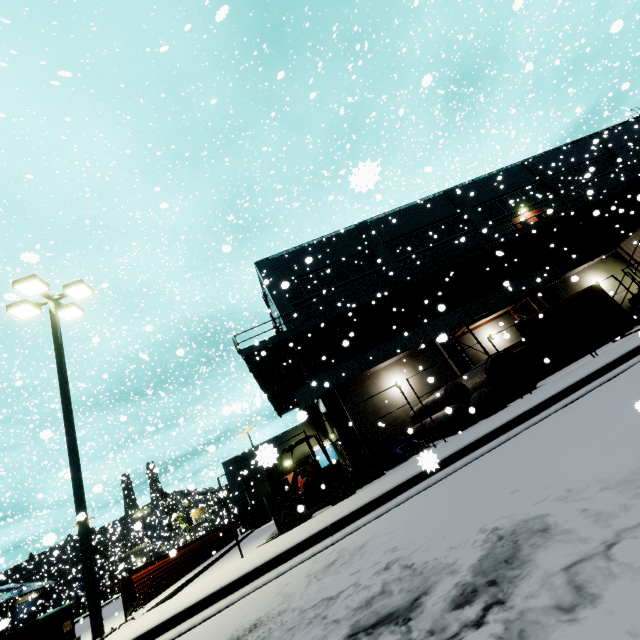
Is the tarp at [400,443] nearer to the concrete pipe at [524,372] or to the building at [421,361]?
the building at [421,361]

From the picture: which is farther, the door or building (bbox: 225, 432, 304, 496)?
the door

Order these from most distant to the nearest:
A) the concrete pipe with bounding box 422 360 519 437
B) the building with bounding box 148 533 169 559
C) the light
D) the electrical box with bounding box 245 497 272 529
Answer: the building with bounding box 148 533 169 559 < the electrical box with bounding box 245 497 272 529 < the concrete pipe with bounding box 422 360 519 437 < the light

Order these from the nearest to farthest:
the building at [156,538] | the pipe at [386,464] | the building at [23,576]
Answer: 1. the pipe at [386,464]
2. the building at [156,538]
3. the building at [23,576]

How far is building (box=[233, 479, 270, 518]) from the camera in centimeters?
2259cm

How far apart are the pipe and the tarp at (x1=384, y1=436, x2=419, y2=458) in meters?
0.1

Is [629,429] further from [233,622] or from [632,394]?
[233,622]
